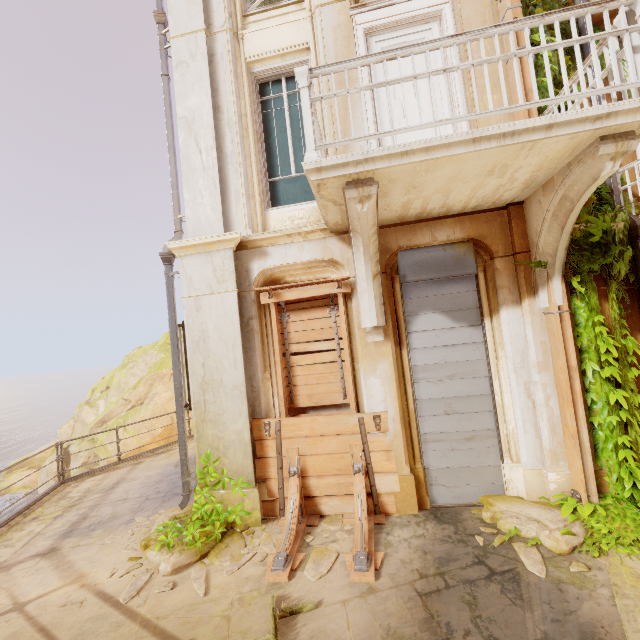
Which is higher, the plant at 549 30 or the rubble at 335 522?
the plant at 549 30

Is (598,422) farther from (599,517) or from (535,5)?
(535,5)

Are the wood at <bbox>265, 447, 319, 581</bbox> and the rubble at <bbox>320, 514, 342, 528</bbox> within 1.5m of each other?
yes

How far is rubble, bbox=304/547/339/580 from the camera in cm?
388

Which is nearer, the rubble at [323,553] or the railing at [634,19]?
the railing at [634,19]

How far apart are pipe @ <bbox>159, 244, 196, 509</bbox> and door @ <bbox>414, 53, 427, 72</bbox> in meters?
3.3 m

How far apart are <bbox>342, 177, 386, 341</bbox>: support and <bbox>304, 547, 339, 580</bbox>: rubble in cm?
295

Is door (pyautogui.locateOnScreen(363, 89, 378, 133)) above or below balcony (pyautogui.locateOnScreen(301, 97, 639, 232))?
above
